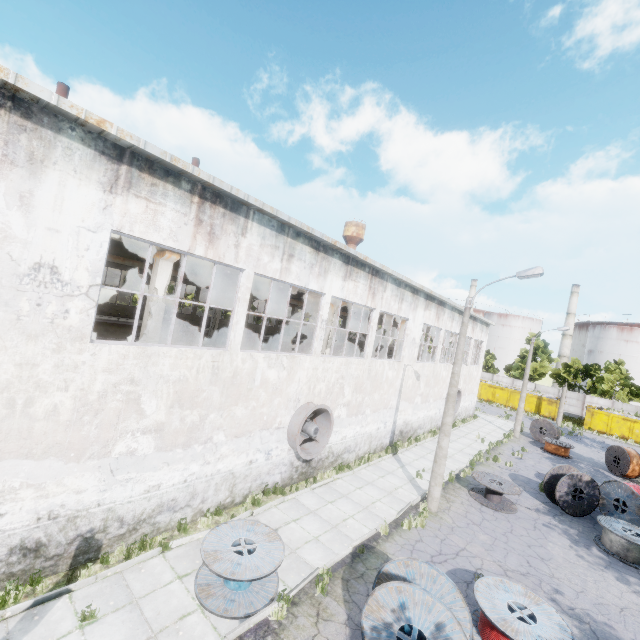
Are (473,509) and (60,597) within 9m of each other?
no

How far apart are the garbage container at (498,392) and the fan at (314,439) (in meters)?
39.63

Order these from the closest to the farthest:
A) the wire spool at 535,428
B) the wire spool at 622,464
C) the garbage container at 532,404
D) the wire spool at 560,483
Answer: the wire spool at 560,483 < the wire spool at 622,464 < the wire spool at 535,428 < the garbage container at 532,404

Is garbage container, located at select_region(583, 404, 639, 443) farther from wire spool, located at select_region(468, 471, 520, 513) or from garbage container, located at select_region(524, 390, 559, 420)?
wire spool, located at select_region(468, 471, 520, 513)

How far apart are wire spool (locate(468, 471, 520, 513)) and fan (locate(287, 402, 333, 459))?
7.4m

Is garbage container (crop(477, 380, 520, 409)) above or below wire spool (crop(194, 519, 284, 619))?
above

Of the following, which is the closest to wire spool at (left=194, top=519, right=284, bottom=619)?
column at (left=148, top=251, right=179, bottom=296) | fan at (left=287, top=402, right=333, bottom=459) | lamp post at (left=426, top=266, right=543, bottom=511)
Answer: fan at (left=287, top=402, right=333, bottom=459)

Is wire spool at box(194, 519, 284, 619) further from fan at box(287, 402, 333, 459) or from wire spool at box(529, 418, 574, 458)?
wire spool at box(529, 418, 574, 458)
